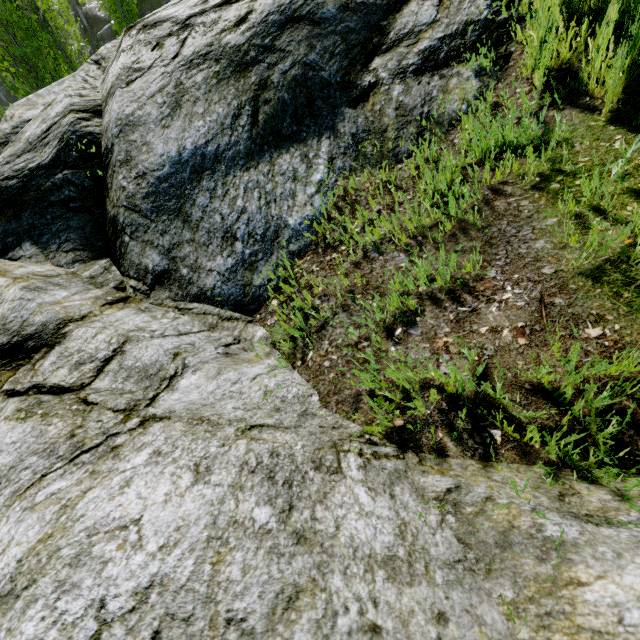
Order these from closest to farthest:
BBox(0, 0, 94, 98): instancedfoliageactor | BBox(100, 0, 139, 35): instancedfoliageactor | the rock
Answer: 1. the rock
2. BBox(0, 0, 94, 98): instancedfoliageactor
3. BBox(100, 0, 139, 35): instancedfoliageactor

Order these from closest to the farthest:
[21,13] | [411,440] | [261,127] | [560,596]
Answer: [560,596]
[411,440]
[261,127]
[21,13]

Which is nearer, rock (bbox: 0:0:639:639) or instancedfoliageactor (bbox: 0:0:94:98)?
rock (bbox: 0:0:639:639)

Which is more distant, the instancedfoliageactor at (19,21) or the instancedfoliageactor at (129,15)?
the instancedfoliageactor at (129,15)

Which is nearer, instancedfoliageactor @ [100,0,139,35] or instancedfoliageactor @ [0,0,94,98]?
instancedfoliageactor @ [0,0,94,98]

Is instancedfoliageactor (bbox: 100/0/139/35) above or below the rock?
below

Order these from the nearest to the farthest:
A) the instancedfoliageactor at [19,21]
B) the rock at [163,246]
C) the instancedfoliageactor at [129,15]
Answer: the rock at [163,246]
the instancedfoliageactor at [19,21]
the instancedfoliageactor at [129,15]
